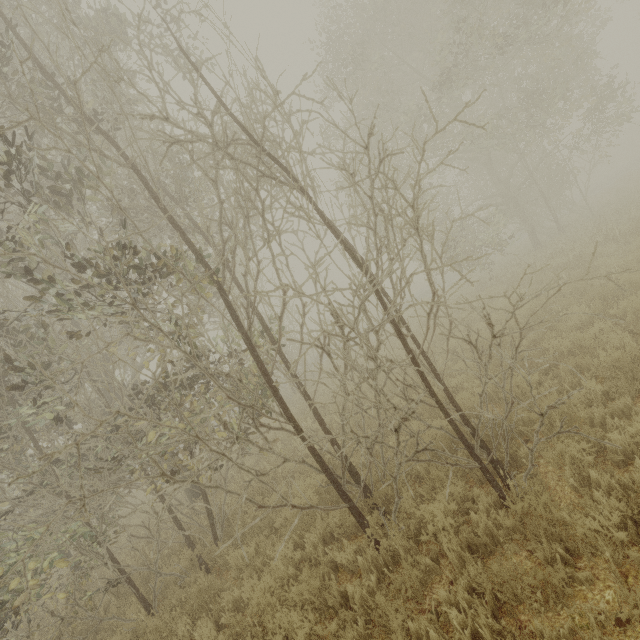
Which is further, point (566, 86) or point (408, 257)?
point (566, 86)
